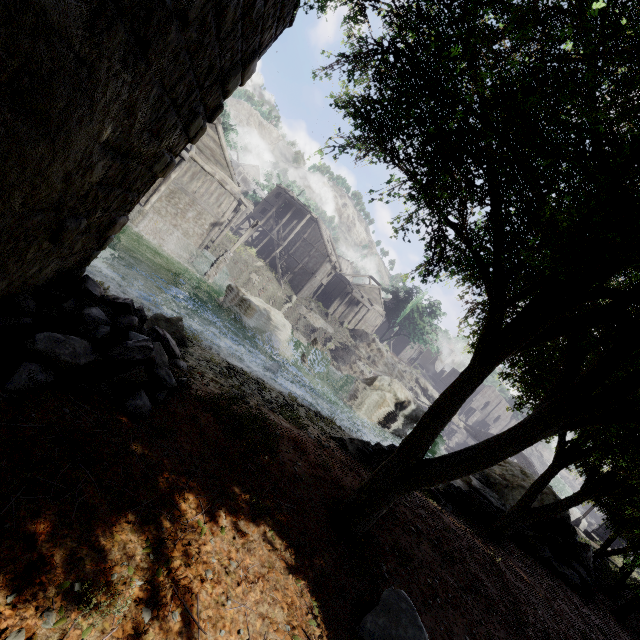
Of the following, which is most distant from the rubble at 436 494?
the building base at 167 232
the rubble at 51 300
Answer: the building base at 167 232

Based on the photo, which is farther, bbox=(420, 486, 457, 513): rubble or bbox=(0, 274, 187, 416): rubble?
bbox=(420, 486, 457, 513): rubble

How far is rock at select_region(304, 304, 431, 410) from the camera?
42.6 meters

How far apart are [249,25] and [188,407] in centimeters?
531cm

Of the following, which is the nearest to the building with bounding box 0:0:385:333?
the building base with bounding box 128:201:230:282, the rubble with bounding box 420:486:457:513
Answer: the building base with bounding box 128:201:230:282

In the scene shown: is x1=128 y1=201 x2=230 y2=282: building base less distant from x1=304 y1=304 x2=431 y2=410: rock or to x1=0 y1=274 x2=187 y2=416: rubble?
x1=304 y1=304 x2=431 y2=410: rock

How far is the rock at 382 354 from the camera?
42.6m
